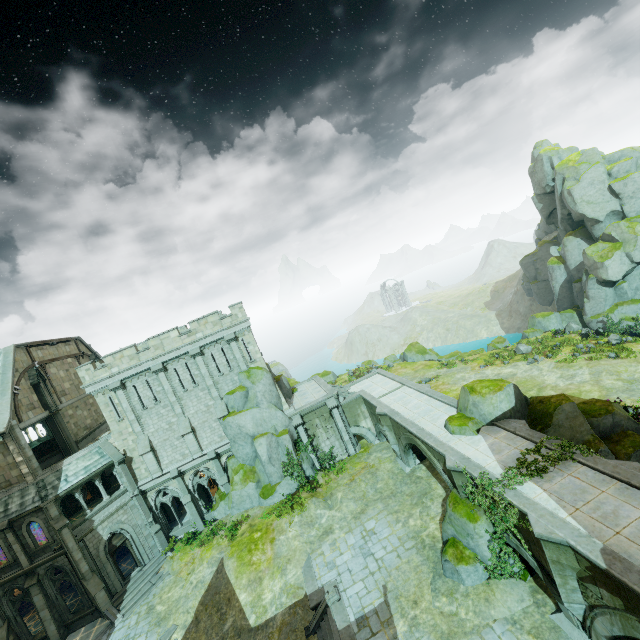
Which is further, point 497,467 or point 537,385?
point 537,385

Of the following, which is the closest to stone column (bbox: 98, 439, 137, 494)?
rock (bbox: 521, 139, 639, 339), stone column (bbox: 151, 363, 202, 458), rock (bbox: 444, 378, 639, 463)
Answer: stone column (bbox: 151, 363, 202, 458)

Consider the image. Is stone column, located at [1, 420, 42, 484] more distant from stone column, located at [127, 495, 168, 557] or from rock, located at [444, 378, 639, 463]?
rock, located at [444, 378, 639, 463]

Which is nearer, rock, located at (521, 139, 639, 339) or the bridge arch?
the bridge arch

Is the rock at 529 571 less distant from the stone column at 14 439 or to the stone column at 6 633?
the stone column at 14 439

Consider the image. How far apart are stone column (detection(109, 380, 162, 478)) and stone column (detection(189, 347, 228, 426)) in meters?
5.4

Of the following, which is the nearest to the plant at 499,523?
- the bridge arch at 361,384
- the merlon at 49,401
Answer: the bridge arch at 361,384

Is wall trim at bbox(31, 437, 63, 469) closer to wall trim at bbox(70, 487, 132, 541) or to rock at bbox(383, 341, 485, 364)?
wall trim at bbox(70, 487, 132, 541)
